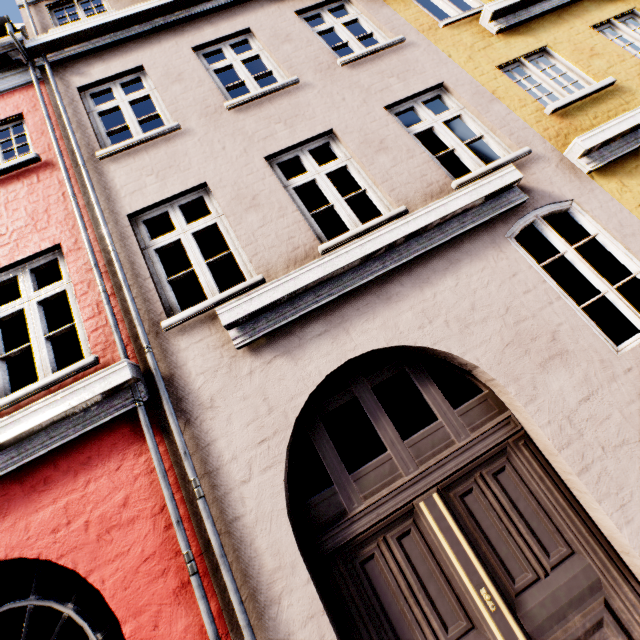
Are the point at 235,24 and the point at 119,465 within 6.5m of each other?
no
